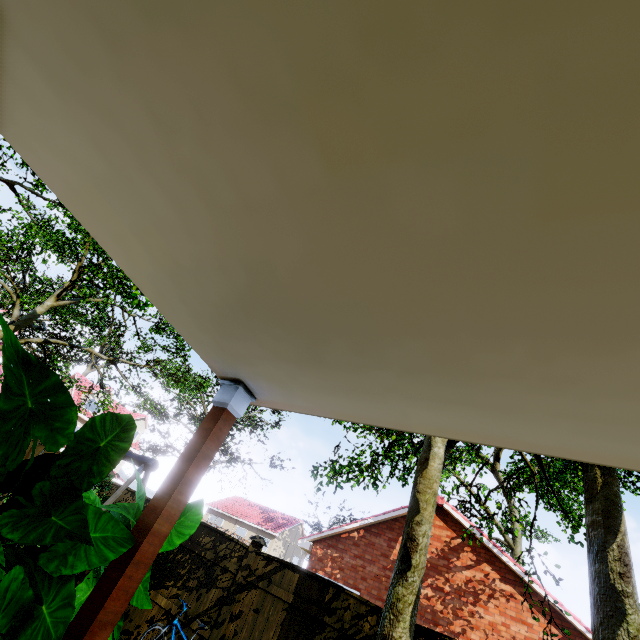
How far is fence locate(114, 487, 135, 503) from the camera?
8.98m

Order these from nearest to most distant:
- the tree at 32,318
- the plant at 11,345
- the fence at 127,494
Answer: the plant at 11,345
the fence at 127,494
the tree at 32,318

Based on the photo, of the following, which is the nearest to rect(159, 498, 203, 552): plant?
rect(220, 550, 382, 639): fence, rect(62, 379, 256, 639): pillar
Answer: rect(62, 379, 256, 639): pillar

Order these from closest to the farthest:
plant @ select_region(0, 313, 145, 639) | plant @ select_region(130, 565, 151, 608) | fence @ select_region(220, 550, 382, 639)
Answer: plant @ select_region(0, 313, 145, 639), plant @ select_region(130, 565, 151, 608), fence @ select_region(220, 550, 382, 639)

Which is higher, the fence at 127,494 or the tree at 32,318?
the tree at 32,318

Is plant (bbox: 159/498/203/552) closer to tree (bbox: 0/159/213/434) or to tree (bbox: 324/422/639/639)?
tree (bbox: 0/159/213/434)

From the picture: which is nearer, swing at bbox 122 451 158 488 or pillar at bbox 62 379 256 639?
pillar at bbox 62 379 256 639

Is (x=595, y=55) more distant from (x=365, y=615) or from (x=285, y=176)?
(x=365, y=615)
